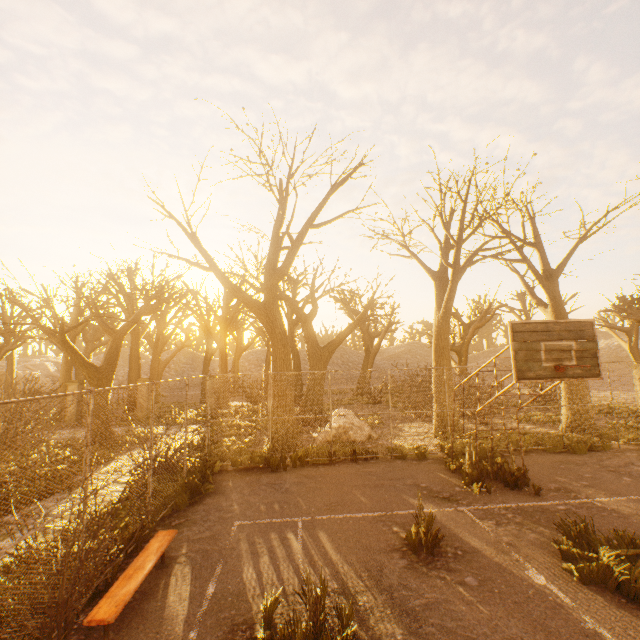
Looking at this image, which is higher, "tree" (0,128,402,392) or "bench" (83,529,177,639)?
"tree" (0,128,402,392)

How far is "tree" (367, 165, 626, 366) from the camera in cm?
1141

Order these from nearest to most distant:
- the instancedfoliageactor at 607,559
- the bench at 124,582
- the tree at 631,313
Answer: the bench at 124,582 → the instancedfoliageactor at 607,559 → the tree at 631,313

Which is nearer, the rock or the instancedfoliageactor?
the instancedfoliageactor

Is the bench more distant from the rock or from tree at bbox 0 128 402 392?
the rock

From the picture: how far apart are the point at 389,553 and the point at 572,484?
5.8 meters

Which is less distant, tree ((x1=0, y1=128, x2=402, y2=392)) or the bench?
the bench

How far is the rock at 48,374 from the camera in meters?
35.9
